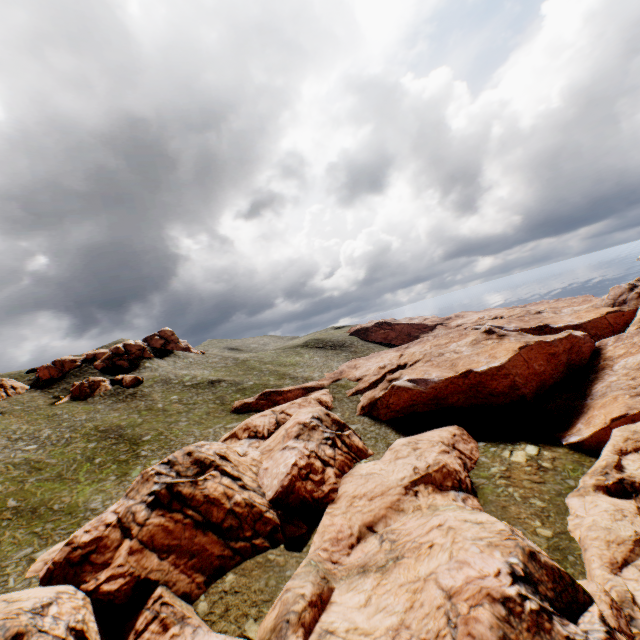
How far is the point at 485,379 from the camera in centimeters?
4719cm
